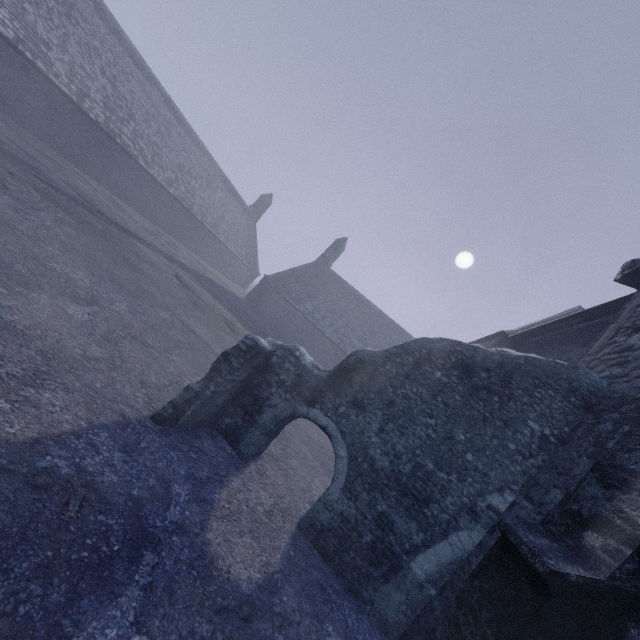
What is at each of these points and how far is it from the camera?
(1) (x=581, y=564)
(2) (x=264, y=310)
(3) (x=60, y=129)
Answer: (1) building, 1.54m
(2) building, 31.08m
(3) building, 18.48m

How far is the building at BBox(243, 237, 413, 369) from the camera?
29.6m

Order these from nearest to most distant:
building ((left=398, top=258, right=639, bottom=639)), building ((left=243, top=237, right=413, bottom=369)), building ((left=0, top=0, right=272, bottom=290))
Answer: building ((left=398, top=258, right=639, bottom=639)), building ((left=0, top=0, right=272, bottom=290)), building ((left=243, top=237, right=413, bottom=369))

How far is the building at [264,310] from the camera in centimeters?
2962cm

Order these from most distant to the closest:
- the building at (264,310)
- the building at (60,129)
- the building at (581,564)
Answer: the building at (264,310)
the building at (60,129)
the building at (581,564)

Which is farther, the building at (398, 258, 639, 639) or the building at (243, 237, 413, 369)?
the building at (243, 237, 413, 369)

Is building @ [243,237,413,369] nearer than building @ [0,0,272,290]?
No
